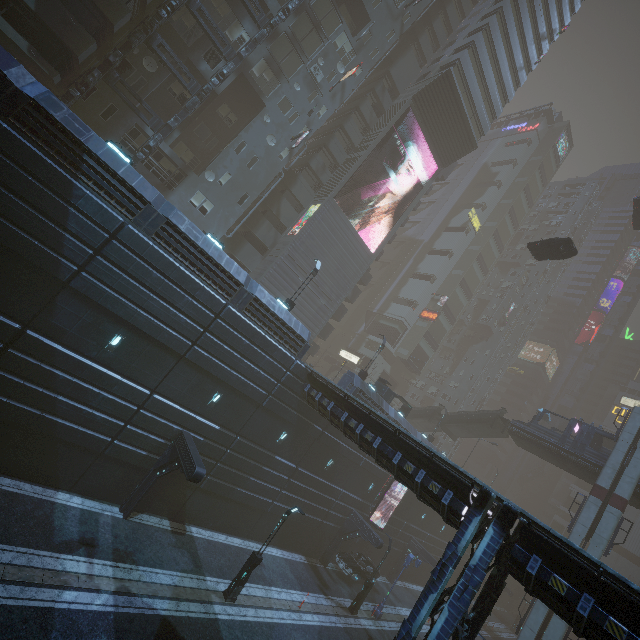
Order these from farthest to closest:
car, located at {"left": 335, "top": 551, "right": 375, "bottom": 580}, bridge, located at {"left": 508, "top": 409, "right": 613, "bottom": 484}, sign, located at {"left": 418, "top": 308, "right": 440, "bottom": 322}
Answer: sign, located at {"left": 418, "top": 308, "right": 440, "bottom": 322} → bridge, located at {"left": 508, "top": 409, "right": 613, "bottom": 484} → car, located at {"left": 335, "top": 551, "right": 375, "bottom": 580}

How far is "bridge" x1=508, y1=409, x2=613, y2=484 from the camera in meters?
29.6 m

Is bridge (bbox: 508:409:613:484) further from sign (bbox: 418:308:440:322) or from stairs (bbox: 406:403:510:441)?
sign (bbox: 418:308:440:322)

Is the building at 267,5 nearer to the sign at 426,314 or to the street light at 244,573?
the sign at 426,314

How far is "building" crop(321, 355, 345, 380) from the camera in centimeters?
5759cm

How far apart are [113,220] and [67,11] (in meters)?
15.09

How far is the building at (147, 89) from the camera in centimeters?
2275cm

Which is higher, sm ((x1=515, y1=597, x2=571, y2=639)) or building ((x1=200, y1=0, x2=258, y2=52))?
building ((x1=200, y1=0, x2=258, y2=52))
